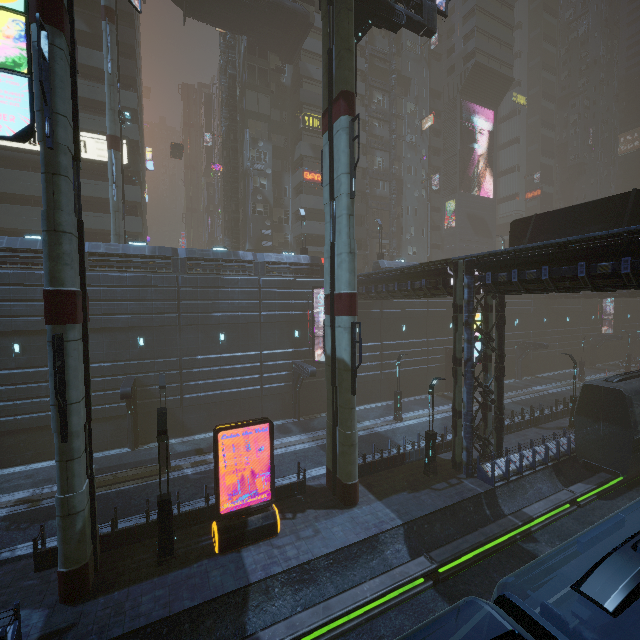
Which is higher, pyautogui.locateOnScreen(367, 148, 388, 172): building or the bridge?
the bridge

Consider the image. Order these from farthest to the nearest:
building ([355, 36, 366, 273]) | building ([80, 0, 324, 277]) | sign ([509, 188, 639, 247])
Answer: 1. building ([355, 36, 366, 273])
2. building ([80, 0, 324, 277])
3. sign ([509, 188, 639, 247])

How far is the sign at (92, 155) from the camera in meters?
29.3 m

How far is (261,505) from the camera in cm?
1334

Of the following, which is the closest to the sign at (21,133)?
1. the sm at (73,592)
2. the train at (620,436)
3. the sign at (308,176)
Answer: the sm at (73,592)

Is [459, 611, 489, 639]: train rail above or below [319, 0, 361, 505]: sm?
below

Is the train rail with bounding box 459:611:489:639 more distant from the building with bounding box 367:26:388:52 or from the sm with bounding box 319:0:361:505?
the sm with bounding box 319:0:361:505

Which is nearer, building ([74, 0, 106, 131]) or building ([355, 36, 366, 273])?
building ([74, 0, 106, 131])
